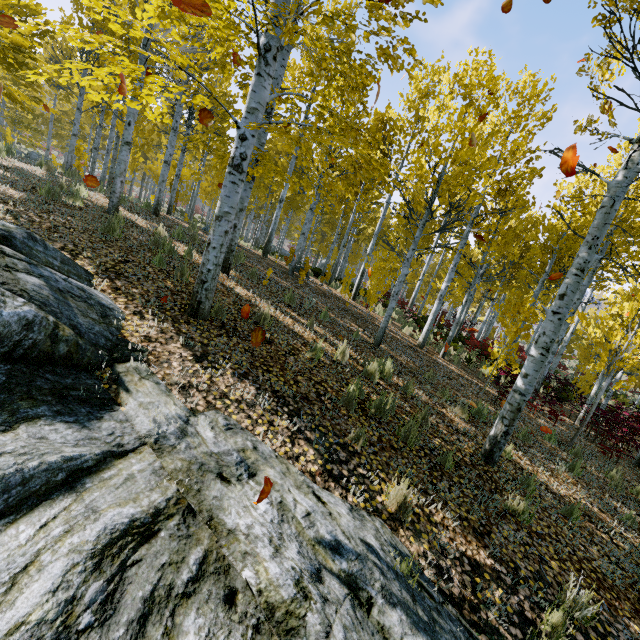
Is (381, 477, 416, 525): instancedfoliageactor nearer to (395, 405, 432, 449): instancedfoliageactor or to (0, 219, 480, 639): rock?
(0, 219, 480, 639): rock

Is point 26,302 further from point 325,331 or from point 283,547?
point 325,331

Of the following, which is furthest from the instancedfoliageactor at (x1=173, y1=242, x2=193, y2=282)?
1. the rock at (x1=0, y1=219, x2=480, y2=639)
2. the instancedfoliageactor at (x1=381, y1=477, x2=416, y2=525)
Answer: the instancedfoliageactor at (x1=381, y1=477, x2=416, y2=525)

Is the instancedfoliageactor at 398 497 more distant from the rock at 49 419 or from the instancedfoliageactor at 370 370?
Result: the instancedfoliageactor at 370 370

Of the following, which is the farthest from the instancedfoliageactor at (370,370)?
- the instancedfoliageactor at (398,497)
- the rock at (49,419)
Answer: the instancedfoliageactor at (398,497)
